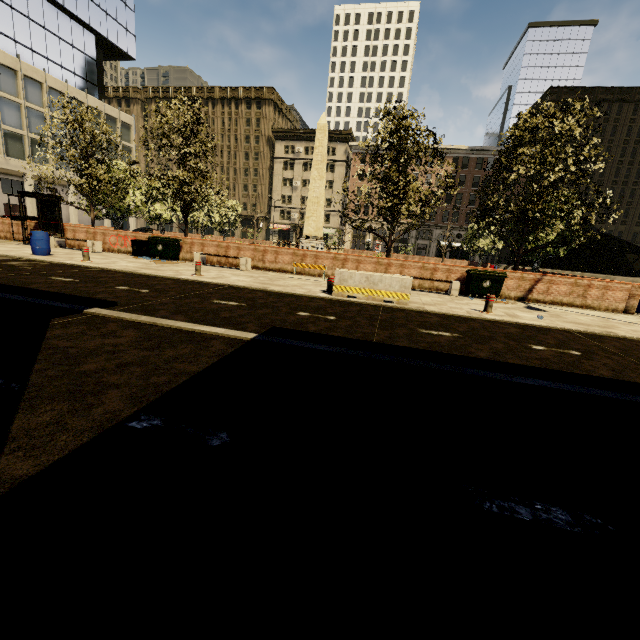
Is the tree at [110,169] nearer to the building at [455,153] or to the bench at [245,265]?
the bench at [245,265]

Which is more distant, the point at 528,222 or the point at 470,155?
the point at 470,155

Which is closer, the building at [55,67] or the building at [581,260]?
the building at [55,67]

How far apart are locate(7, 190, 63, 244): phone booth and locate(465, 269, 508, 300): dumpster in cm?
2113

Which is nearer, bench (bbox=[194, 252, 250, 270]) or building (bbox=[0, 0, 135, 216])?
bench (bbox=[194, 252, 250, 270])

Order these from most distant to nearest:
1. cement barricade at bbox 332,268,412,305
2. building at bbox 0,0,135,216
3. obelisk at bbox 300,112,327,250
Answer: building at bbox 0,0,135,216 < obelisk at bbox 300,112,327,250 < cement barricade at bbox 332,268,412,305

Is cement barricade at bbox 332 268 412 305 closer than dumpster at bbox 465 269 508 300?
Yes

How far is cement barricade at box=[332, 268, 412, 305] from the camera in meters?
9.7 m
